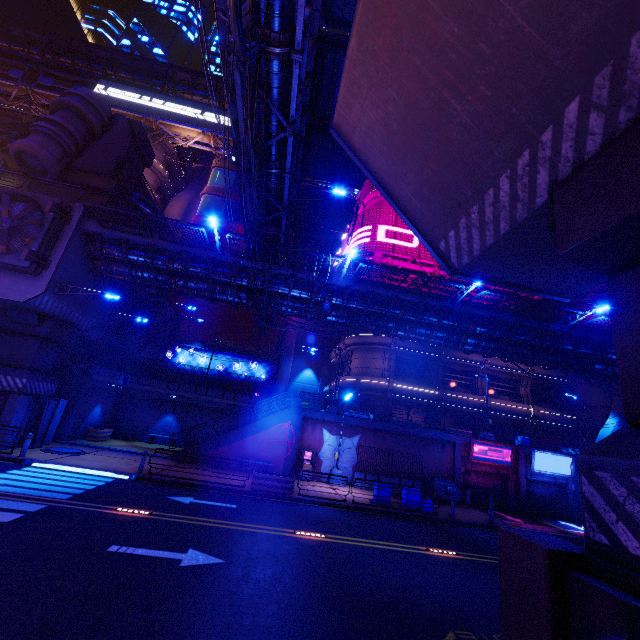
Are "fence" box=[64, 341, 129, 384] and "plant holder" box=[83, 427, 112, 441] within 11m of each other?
yes

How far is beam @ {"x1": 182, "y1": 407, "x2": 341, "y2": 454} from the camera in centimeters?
2192cm

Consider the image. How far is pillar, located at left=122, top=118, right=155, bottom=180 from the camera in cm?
2916

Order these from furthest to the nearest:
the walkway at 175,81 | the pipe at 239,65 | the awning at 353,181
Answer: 1. the walkway at 175,81
2. the awning at 353,181
3. the pipe at 239,65

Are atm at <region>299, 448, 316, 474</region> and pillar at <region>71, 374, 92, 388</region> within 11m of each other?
no

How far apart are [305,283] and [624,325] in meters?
17.8 m

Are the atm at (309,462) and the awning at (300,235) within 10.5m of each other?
no

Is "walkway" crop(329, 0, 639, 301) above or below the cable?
below
